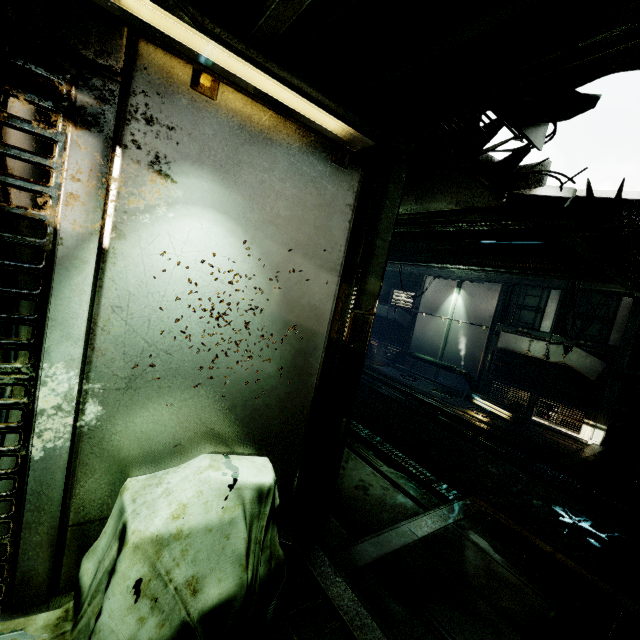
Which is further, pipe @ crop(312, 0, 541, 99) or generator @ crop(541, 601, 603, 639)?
generator @ crop(541, 601, 603, 639)

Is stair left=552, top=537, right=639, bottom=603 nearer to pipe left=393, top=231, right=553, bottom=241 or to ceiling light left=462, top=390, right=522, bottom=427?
ceiling light left=462, top=390, right=522, bottom=427

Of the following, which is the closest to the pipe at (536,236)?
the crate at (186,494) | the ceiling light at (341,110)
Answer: the ceiling light at (341,110)

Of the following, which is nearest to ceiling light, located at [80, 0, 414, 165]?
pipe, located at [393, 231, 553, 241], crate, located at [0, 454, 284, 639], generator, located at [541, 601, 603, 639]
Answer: crate, located at [0, 454, 284, 639]

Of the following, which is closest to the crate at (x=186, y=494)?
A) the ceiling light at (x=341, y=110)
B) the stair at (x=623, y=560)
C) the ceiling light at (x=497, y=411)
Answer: → the ceiling light at (x=341, y=110)

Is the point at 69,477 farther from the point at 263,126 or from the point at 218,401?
the point at 263,126

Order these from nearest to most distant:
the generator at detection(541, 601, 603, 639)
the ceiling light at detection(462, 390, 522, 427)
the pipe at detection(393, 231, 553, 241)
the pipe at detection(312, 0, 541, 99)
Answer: the pipe at detection(312, 0, 541, 99), the generator at detection(541, 601, 603, 639), the pipe at detection(393, 231, 553, 241), the ceiling light at detection(462, 390, 522, 427)

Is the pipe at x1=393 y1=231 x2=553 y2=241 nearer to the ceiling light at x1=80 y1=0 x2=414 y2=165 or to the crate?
the ceiling light at x1=80 y1=0 x2=414 y2=165
